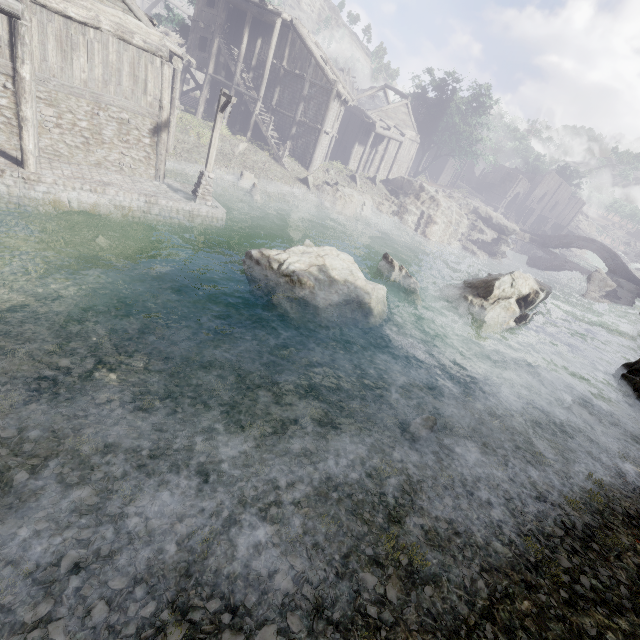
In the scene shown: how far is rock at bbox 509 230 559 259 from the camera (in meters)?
50.24

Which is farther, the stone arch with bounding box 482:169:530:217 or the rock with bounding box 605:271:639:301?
the stone arch with bounding box 482:169:530:217

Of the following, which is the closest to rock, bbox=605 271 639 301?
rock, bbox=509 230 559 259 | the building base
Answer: rock, bbox=509 230 559 259

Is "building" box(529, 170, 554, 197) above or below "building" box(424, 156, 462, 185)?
above

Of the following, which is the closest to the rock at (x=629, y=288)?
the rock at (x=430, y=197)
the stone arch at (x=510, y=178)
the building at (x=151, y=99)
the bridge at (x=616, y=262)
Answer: the bridge at (x=616, y=262)

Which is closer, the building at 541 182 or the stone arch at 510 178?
the stone arch at 510 178

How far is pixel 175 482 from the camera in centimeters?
580cm

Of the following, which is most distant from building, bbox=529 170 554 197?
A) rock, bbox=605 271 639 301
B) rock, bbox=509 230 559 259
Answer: rock, bbox=605 271 639 301
